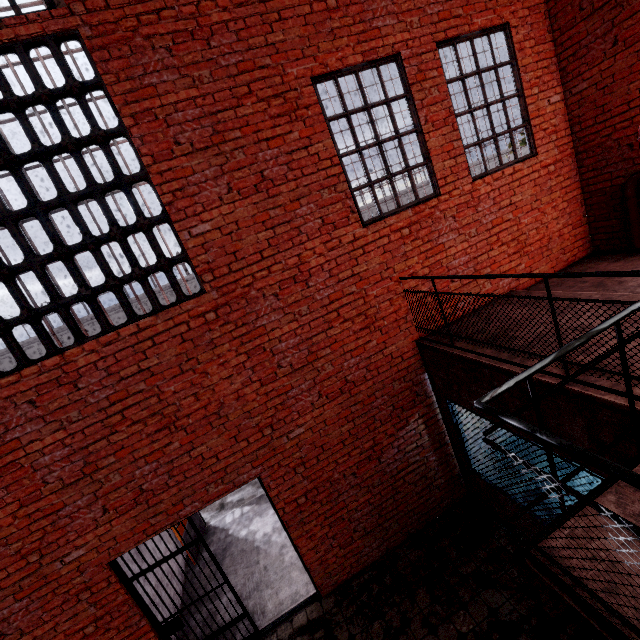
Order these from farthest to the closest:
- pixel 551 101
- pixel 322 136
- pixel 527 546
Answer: pixel 551 101 → pixel 322 136 → pixel 527 546

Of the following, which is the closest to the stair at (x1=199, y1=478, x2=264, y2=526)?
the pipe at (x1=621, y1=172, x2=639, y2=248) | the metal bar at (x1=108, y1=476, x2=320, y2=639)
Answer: the metal bar at (x1=108, y1=476, x2=320, y2=639)

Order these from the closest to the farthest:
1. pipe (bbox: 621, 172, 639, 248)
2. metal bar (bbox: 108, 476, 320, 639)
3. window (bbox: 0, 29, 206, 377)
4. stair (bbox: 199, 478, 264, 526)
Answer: window (bbox: 0, 29, 206, 377)
metal bar (bbox: 108, 476, 320, 639)
pipe (bbox: 621, 172, 639, 248)
stair (bbox: 199, 478, 264, 526)

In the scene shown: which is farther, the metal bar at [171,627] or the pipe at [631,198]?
the pipe at [631,198]

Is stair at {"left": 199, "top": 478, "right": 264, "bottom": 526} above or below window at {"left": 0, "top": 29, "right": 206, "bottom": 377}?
below

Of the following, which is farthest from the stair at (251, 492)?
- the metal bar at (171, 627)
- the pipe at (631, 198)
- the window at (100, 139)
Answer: the pipe at (631, 198)

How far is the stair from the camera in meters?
7.7

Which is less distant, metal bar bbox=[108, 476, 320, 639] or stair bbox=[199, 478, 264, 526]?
metal bar bbox=[108, 476, 320, 639]
